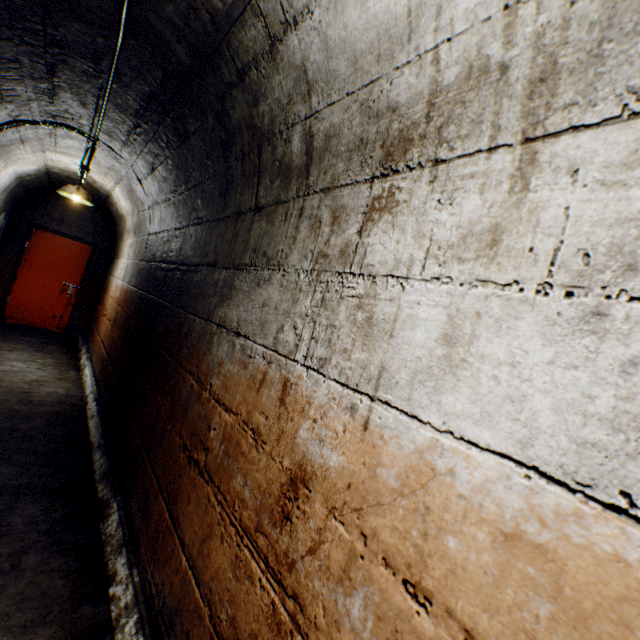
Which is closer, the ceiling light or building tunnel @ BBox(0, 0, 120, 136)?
building tunnel @ BBox(0, 0, 120, 136)

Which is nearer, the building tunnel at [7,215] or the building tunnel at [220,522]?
the building tunnel at [220,522]

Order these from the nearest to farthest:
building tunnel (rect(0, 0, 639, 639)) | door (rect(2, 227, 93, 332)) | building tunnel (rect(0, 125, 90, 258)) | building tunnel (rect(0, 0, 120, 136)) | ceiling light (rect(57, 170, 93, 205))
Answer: building tunnel (rect(0, 0, 639, 639)), building tunnel (rect(0, 0, 120, 136)), building tunnel (rect(0, 125, 90, 258)), ceiling light (rect(57, 170, 93, 205)), door (rect(2, 227, 93, 332))

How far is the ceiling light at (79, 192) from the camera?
4.6m

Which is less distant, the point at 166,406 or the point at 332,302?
the point at 332,302

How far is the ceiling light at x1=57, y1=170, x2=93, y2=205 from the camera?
4.56m

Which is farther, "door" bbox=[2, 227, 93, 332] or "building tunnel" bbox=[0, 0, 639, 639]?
"door" bbox=[2, 227, 93, 332]

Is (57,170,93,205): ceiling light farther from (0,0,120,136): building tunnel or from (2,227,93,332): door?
(2,227,93,332): door
